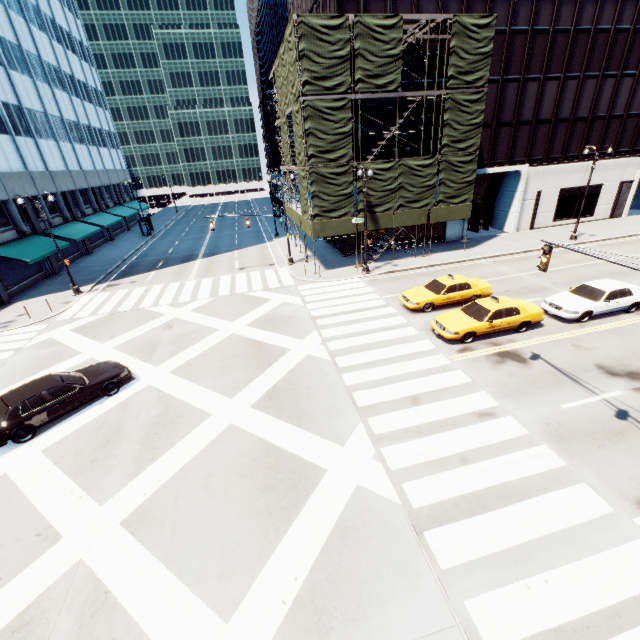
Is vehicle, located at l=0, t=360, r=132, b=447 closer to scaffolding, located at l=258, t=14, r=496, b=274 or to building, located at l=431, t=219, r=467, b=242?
scaffolding, located at l=258, t=14, r=496, b=274

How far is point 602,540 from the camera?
7.3 meters

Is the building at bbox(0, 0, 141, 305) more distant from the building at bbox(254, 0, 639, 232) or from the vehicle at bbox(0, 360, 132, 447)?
the building at bbox(254, 0, 639, 232)

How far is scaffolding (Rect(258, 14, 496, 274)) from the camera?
19.9 meters

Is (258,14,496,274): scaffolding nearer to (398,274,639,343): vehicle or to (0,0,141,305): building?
Answer: (398,274,639,343): vehicle

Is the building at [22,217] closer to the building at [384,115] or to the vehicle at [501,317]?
the building at [384,115]

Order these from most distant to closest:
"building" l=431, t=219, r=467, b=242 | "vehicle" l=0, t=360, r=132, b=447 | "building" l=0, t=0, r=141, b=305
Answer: "building" l=431, t=219, r=467, b=242 → "building" l=0, t=0, r=141, b=305 → "vehicle" l=0, t=360, r=132, b=447

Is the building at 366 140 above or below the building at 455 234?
above
